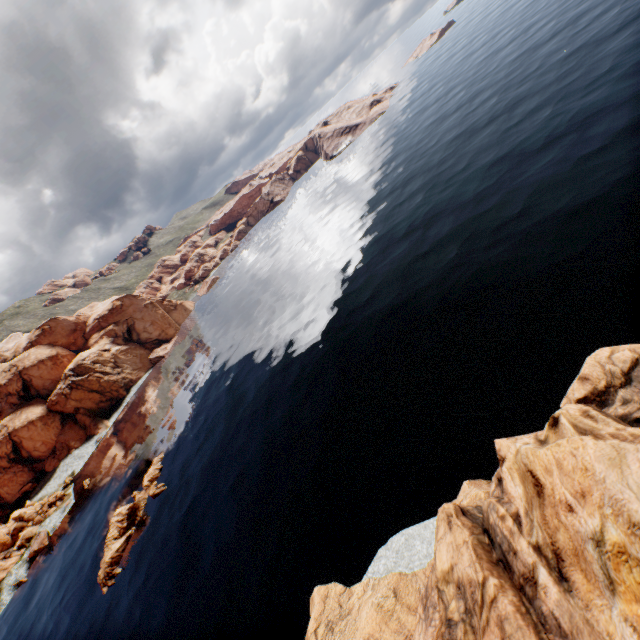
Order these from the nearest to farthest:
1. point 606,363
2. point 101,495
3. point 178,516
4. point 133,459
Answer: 1. point 606,363
2. point 178,516
3. point 101,495
4. point 133,459

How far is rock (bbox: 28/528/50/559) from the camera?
57.12m

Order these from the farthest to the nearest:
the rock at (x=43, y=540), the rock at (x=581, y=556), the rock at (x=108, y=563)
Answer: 1. the rock at (x=43, y=540)
2. the rock at (x=108, y=563)
3. the rock at (x=581, y=556)

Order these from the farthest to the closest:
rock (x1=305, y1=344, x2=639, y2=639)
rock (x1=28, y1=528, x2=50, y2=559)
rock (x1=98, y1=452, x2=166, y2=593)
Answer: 1. rock (x1=28, y1=528, x2=50, y2=559)
2. rock (x1=98, y1=452, x2=166, y2=593)
3. rock (x1=305, y1=344, x2=639, y2=639)

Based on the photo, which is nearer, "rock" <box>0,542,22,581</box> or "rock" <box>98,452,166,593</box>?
"rock" <box>98,452,166,593</box>

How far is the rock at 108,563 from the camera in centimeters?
3919cm
